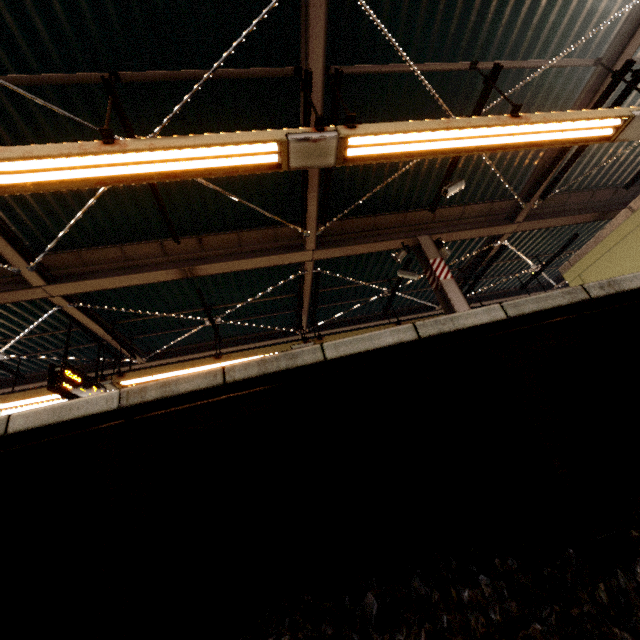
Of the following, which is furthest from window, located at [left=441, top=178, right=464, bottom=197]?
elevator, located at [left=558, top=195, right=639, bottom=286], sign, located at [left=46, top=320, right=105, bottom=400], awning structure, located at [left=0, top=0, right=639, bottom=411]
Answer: sign, located at [left=46, top=320, right=105, bottom=400]

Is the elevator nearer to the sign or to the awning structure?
the awning structure

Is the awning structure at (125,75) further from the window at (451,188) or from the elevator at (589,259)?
the elevator at (589,259)

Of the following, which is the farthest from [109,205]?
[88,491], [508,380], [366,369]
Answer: [508,380]

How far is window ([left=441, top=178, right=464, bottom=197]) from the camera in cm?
570

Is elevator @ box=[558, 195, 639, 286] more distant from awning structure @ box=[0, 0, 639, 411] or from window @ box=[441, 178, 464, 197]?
window @ box=[441, 178, 464, 197]

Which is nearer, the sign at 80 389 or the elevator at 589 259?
the sign at 80 389

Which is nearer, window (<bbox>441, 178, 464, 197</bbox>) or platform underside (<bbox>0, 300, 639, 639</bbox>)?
platform underside (<bbox>0, 300, 639, 639</bbox>)
